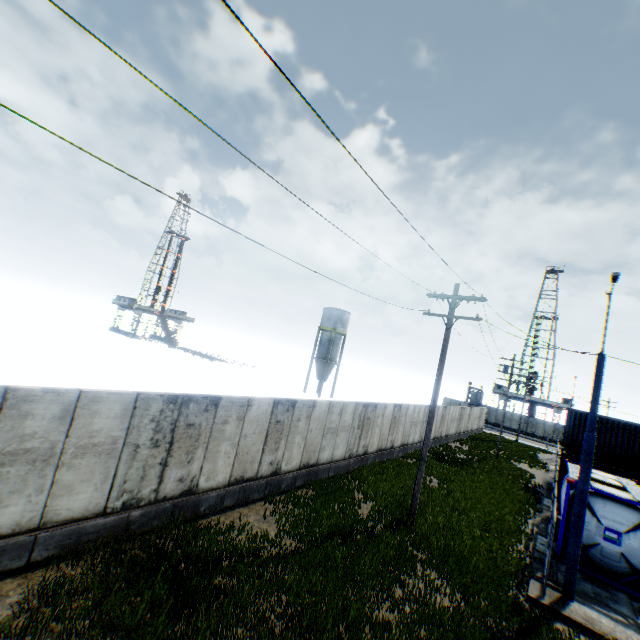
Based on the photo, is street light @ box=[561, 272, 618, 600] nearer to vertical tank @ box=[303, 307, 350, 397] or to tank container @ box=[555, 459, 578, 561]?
tank container @ box=[555, 459, 578, 561]

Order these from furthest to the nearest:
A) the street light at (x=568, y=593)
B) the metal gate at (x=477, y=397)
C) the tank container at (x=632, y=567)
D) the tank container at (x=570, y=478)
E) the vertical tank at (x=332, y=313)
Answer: the metal gate at (x=477, y=397)
the vertical tank at (x=332, y=313)
the tank container at (x=570, y=478)
the tank container at (x=632, y=567)
the street light at (x=568, y=593)

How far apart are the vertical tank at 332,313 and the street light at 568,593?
34.5 meters

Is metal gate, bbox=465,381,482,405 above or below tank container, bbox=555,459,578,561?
above

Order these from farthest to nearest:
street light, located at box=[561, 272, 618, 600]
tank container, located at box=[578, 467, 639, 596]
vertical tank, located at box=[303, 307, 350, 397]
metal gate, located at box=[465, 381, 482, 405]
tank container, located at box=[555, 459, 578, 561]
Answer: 1. metal gate, located at box=[465, 381, 482, 405]
2. vertical tank, located at box=[303, 307, 350, 397]
3. tank container, located at box=[555, 459, 578, 561]
4. tank container, located at box=[578, 467, 639, 596]
5. street light, located at box=[561, 272, 618, 600]

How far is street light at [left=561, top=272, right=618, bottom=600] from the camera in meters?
10.0

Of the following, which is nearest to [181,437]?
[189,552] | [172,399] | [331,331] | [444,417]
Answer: [172,399]
